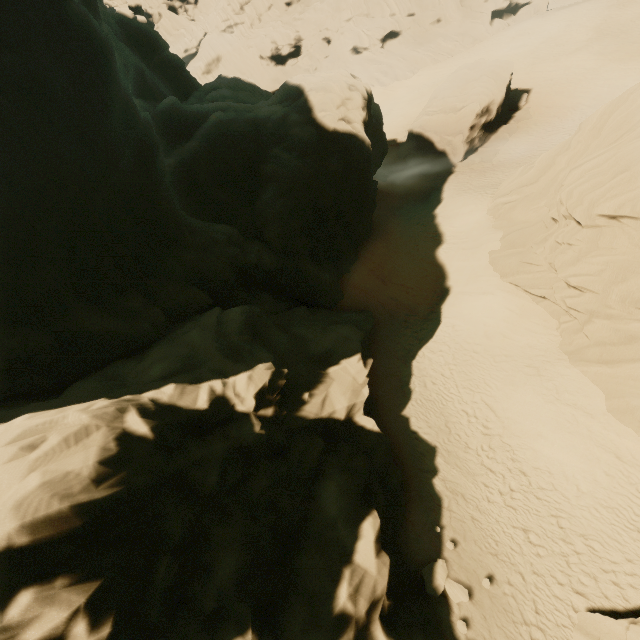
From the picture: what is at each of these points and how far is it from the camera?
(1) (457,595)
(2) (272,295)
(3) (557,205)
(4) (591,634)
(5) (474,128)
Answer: (1) rock, 10.7 meters
(2) rock, 22.6 meters
(3) rock, 14.8 meters
(4) rock, 9.5 meters
(5) rock, 29.8 meters

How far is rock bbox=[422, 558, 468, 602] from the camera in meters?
10.7 m

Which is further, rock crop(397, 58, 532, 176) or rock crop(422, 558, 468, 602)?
rock crop(397, 58, 532, 176)

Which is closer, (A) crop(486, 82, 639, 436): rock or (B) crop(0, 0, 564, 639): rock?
(B) crop(0, 0, 564, 639): rock

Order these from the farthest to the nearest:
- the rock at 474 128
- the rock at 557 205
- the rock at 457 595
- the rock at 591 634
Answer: the rock at 474 128 < the rock at 557 205 < the rock at 457 595 < the rock at 591 634

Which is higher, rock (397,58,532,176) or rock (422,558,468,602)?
rock (397,58,532,176)

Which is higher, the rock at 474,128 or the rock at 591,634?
the rock at 474,128

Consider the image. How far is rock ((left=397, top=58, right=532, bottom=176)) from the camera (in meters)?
29.50
